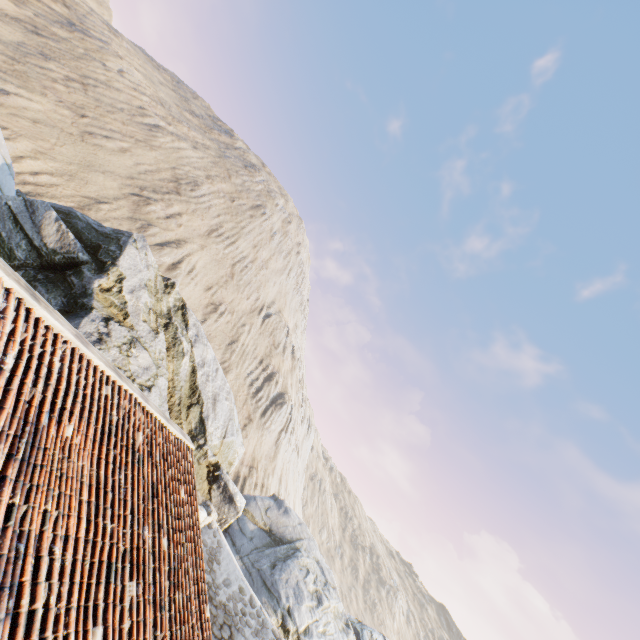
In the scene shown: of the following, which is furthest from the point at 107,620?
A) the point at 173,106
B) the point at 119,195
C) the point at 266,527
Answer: the point at 173,106
